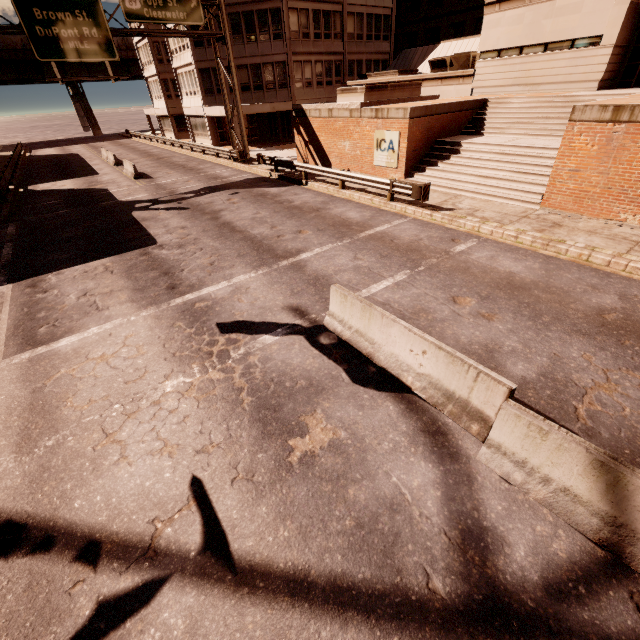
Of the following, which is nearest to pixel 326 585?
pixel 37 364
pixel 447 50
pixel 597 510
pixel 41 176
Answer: pixel 597 510

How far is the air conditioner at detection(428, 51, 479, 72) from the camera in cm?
2336

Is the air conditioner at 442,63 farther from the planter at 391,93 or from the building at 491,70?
the planter at 391,93

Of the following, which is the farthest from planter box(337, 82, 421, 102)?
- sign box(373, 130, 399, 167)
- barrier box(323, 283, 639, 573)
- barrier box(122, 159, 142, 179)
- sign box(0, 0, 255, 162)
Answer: barrier box(323, 283, 639, 573)

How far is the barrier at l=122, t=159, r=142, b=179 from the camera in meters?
23.7 m

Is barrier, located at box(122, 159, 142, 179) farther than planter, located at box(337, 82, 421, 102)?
Yes

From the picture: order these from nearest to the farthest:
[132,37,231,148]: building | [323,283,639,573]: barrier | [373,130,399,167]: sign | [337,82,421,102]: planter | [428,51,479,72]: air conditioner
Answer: [323,283,639,573]: barrier, [373,130,399,167]: sign, [337,82,421,102]: planter, [428,51,479,72]: air conditioner, [132,37,231,148]: building

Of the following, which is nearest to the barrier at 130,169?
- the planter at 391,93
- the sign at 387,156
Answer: the planter at 391,93
